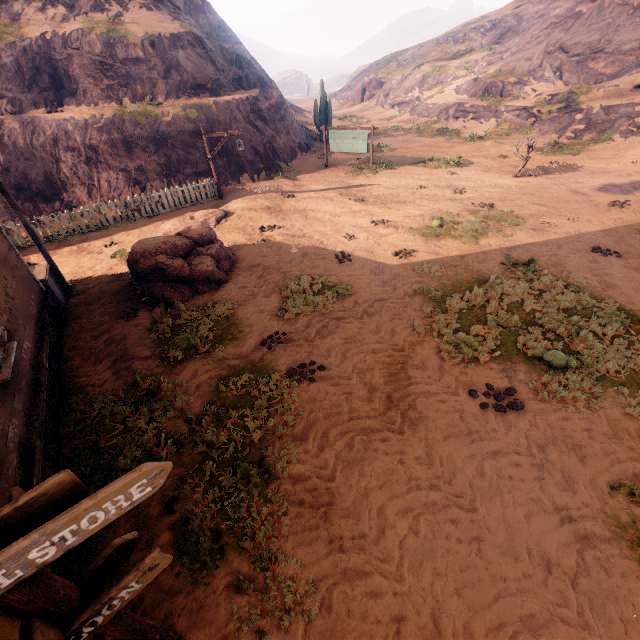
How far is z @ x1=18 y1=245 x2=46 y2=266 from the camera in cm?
1131

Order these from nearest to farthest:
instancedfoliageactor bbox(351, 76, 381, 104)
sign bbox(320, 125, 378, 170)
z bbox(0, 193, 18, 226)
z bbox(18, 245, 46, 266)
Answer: z bbox(18, 245, 46, 266) < z bbox(0, 193, 18, 226) < sign bbox(320, 125, 378, 170) < instancedfoliageactor bbox(351, 76, 381, 104)

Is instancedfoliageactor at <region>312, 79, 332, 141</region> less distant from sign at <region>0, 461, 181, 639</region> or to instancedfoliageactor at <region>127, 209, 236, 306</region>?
instancedfoliageactor at <region>127, 209, 236, 306</region>

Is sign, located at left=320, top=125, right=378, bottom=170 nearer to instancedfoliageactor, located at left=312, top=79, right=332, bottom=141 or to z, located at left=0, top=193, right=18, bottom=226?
z, located at left=0, top=193, right=18, bottom=226

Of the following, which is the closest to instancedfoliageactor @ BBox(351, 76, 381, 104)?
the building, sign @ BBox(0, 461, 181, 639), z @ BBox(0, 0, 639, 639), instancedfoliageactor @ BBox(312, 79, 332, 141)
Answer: z @ BBox(0, 0, 639, 639)

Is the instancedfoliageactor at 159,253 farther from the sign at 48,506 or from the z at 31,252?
the sign at 48,506

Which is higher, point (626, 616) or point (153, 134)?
point (153, 134)

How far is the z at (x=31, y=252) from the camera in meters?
11.3 m
